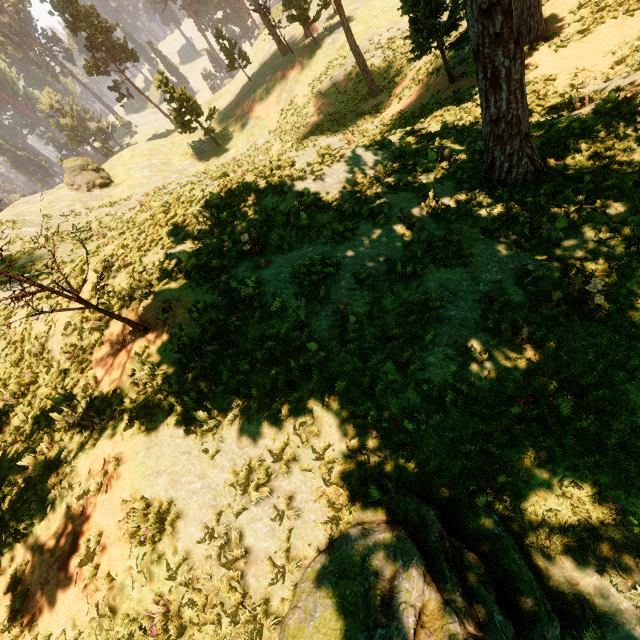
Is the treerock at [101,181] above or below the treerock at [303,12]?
above

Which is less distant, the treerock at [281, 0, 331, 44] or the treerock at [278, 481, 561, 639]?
the treerock at [278, 481, 561, 639]

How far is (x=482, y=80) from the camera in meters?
6.8

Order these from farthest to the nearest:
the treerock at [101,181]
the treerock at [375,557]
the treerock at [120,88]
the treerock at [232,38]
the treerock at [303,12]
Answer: the treerock at [120,88] → the treerock at [232,38] → the treerock at [101,181] → the treerock at [303,12] → the treerock at [375,557]

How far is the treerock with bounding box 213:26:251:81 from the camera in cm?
3875
